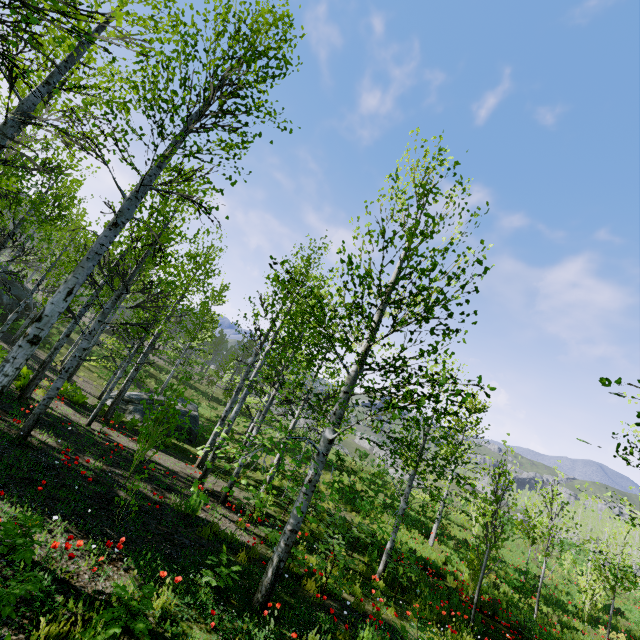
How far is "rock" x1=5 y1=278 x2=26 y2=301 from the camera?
23.5m

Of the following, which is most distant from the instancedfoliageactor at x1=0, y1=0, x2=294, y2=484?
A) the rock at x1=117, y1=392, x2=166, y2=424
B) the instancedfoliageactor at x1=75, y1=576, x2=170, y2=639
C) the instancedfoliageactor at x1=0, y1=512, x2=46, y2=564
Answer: the instancedfoliageactor at x1=75, y1=576, x2=170, y2=639

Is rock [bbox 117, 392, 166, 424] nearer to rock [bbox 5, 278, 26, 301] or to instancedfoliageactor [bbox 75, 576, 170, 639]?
rock [bbox 5, 278, 26, 301]

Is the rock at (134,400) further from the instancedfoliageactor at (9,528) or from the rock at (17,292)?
the instancedfoliageactor at (9,528)

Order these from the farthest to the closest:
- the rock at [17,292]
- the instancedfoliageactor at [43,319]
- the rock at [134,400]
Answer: the rock at [17,292] < the rock at [134,400] < the instancedfoliageactor at [43,319]

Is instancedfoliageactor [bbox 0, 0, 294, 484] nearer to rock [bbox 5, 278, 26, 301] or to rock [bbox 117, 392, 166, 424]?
rock [bbox 117, 392, 166, 424]

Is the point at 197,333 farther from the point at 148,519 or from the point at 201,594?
the point at 201,594

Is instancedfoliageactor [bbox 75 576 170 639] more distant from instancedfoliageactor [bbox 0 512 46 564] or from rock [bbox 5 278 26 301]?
rock [bbox 5 278 26 301]
